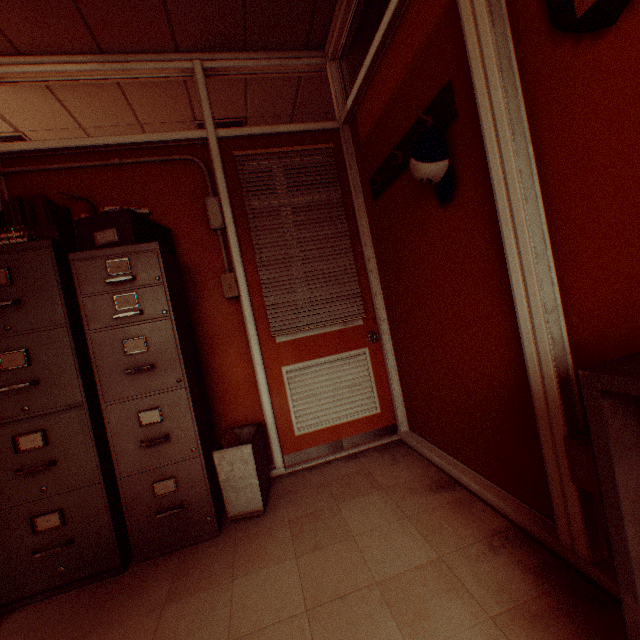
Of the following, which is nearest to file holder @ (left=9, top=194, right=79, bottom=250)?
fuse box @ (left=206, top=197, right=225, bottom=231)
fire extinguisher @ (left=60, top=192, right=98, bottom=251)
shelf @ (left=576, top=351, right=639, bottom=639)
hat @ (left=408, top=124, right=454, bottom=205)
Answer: fire extinguisher @ (left=60, top=192, right=98, bottom=251)

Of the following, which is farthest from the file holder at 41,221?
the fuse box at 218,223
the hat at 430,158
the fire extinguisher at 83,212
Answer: the hat at 430,158

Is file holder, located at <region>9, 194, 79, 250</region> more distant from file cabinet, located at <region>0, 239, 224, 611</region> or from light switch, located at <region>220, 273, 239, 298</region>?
light switch, located at <region>220, 273, 239, 298</region>

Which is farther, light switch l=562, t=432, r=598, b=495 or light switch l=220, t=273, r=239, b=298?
light switch l=220, t=273, r=239, b=298

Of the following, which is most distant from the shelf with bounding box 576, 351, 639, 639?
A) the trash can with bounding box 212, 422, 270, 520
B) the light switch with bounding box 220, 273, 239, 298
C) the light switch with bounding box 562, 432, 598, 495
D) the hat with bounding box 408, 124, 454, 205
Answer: the light switch with bounding box 220, 273, 239, 298

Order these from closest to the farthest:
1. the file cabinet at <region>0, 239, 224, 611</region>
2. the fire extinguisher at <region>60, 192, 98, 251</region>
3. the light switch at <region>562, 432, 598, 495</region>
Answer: the light switch at <region>562, 432, 598, 495</region>
the file cabinet at <region>0, 239, 224, 611</region>
the fire extinguisher at <region>60, 192, 98, 251</region>

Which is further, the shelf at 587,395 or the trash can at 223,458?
the trash can at 223,458

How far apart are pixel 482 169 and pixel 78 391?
2.4 meters
